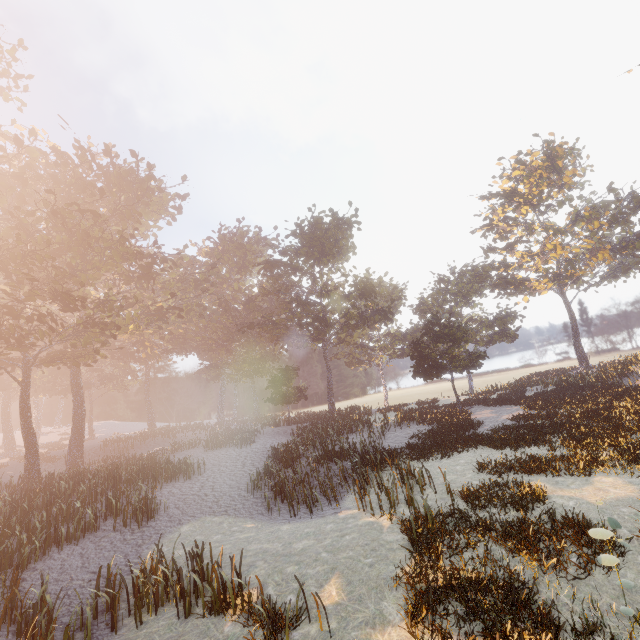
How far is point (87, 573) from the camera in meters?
11.2
